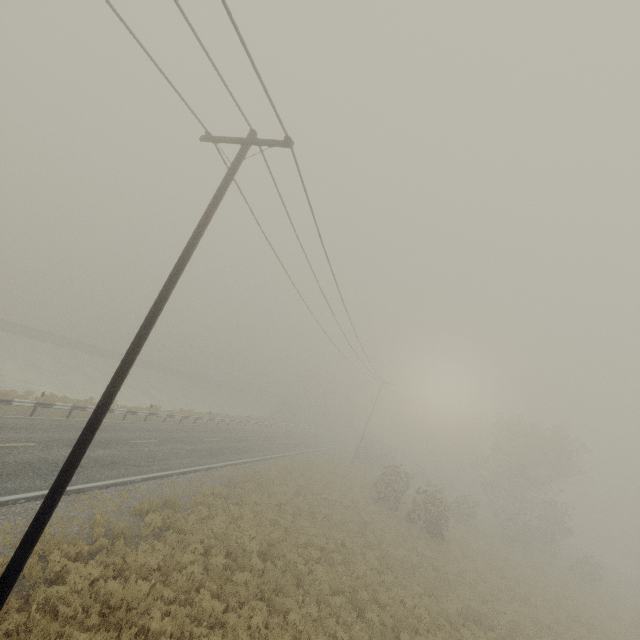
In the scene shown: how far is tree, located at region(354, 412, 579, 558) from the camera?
27.86m

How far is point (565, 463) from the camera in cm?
3509

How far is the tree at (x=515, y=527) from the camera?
27.9m

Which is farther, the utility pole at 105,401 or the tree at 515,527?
the tree at 515,527

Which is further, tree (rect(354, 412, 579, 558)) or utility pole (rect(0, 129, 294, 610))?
tree (rect(354, 412, 579, 558))
